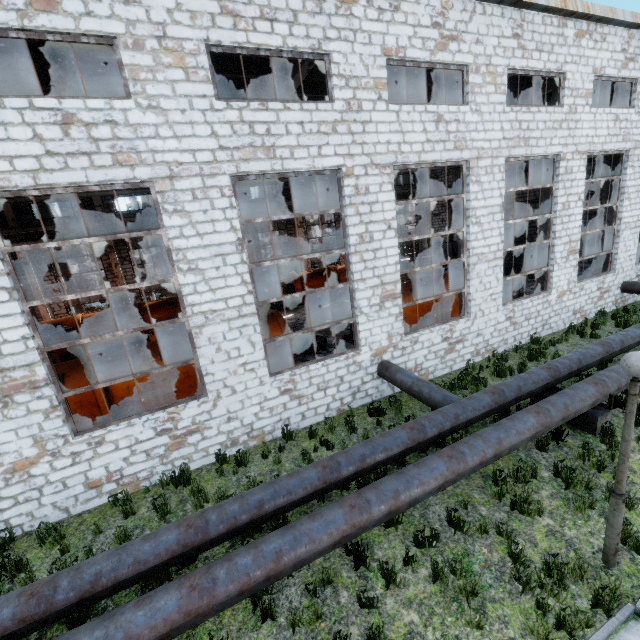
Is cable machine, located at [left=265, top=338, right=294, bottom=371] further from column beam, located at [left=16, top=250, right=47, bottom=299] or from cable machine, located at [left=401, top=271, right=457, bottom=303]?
column beam, located at [left=16, top=250, right=47, bottom=299]

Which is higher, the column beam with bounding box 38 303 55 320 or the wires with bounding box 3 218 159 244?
the wires with bounding box 3 218 159 244

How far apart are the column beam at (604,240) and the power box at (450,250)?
13.5 meters

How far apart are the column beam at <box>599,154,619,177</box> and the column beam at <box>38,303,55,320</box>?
31.1 meters

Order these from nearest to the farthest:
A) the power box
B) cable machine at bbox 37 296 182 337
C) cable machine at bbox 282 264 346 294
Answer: cable machine at bbox 37 296 182 337, cable machine at bbox 282 264 346 294, the power box

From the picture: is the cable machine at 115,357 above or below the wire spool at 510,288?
above

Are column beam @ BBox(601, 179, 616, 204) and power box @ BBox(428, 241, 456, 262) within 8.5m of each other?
no

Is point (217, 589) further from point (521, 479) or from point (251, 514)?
point (521, 479)
